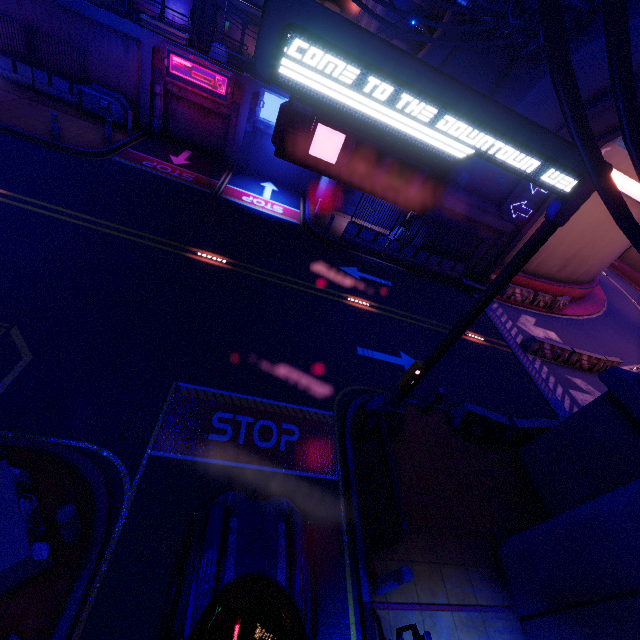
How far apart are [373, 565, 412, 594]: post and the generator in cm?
2278

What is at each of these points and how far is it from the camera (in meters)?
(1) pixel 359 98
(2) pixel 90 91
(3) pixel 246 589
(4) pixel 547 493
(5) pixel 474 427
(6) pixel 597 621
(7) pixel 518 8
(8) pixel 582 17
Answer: (1) sign, 4.15
(2) generator, 16.66
(3) car, 4.45
(4) wall arch, 8.95
(5) fence, 9.80
(6) pillar, 5.40
(7) walkway, 12.55
(8) walkway, 12.35

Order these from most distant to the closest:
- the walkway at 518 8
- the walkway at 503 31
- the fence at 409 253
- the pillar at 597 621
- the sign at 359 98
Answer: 1. the fence at 409 253
2. the walkway at 503 31
3. the walkway at 518 8
4. the pillar at 597 621
5. the sign at 359 98

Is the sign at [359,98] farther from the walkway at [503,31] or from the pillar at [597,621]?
the walkway at [503,31]

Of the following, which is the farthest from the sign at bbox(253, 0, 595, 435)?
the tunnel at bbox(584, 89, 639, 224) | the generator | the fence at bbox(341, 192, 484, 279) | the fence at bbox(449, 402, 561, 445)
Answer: the generator

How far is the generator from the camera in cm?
1677

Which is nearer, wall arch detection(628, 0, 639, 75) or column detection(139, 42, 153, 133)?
wall arch detection(628, 0, 639, 75)

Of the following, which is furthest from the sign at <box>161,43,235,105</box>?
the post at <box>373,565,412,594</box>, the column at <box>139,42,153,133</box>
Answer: the post at <box>373,565,412,594</box>
